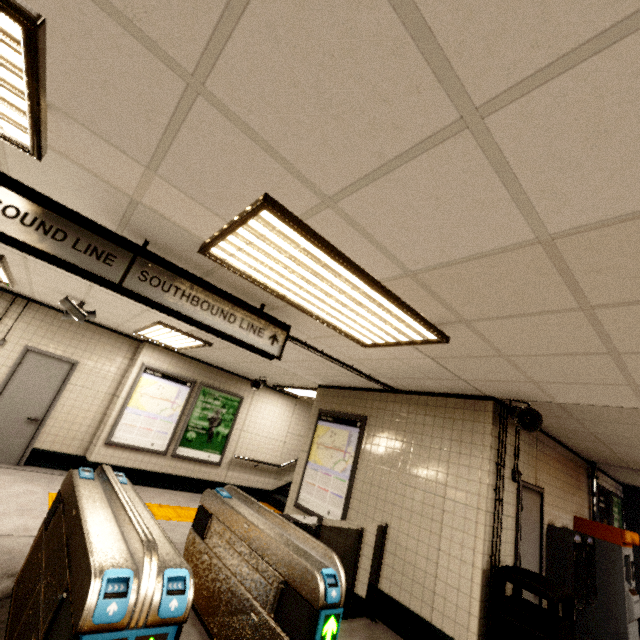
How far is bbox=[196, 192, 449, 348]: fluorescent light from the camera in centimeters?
194cm

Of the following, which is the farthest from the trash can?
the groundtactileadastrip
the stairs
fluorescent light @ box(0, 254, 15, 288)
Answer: fluorescent light @ box(0, 254, 15, 288)

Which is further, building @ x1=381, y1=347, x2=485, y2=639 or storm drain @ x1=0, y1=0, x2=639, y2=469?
building @ x1=381, y1=347, x2=485, y2=639

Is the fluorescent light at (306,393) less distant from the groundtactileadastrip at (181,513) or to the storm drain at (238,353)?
the storm drain at (238,353)

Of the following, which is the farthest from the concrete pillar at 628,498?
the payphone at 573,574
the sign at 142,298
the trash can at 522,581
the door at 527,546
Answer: the sign at 142,298

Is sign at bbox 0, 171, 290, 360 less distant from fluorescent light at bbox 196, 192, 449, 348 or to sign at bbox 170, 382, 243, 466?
fluorescent light at bbox 196, 192, 449, 348

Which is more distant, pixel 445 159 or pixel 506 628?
pixel 506 628

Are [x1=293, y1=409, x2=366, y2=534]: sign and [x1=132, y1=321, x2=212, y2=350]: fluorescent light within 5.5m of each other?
yes
